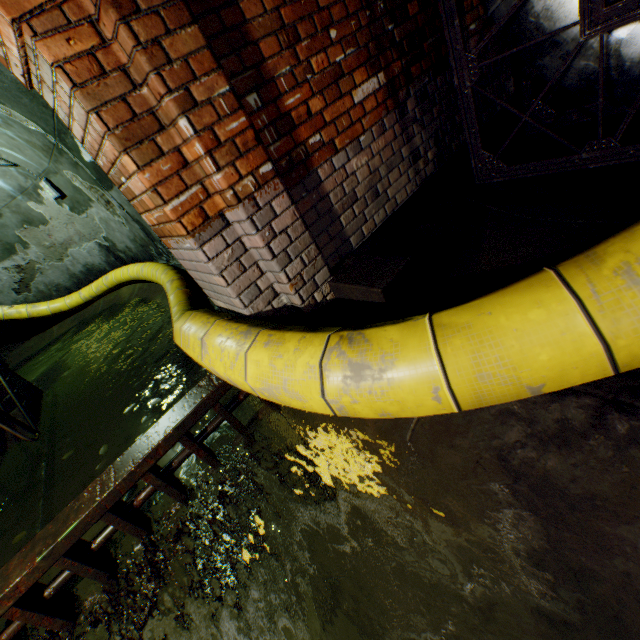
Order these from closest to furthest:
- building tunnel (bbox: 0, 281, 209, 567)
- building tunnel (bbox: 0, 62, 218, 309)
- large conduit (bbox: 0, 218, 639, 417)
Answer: large conduit (bbox: 0, 218, 639, 417), building tunnel (bbox: 0, 281, 209, 567), building tunnel (bbox: 0, 62, 218, 309)

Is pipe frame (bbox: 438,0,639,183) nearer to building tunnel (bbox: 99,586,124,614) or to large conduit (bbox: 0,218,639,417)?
large conduit (bbox: 0,218,639,417)

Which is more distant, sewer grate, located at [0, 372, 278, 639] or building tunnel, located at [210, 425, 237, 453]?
building tunnel, located at [210, 425, 237, 453]

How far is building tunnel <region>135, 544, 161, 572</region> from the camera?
2.4 meters

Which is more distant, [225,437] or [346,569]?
[225,437]

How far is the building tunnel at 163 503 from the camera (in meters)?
2.66

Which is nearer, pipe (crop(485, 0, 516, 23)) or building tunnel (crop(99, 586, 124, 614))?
pipe (crop(485, 0, 516, 23))
